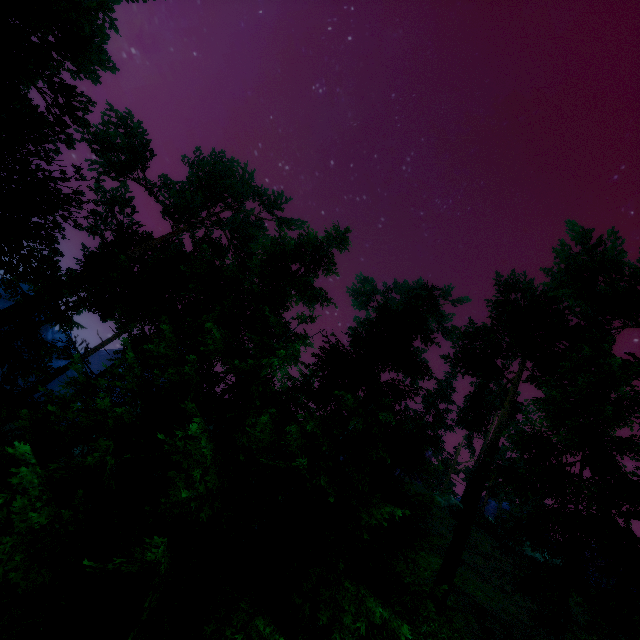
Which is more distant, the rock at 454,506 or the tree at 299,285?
the rock at 454,506

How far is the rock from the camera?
28.8 meters

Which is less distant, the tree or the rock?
the tree

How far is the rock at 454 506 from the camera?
28.8 meters

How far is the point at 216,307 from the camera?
19.0 meters
